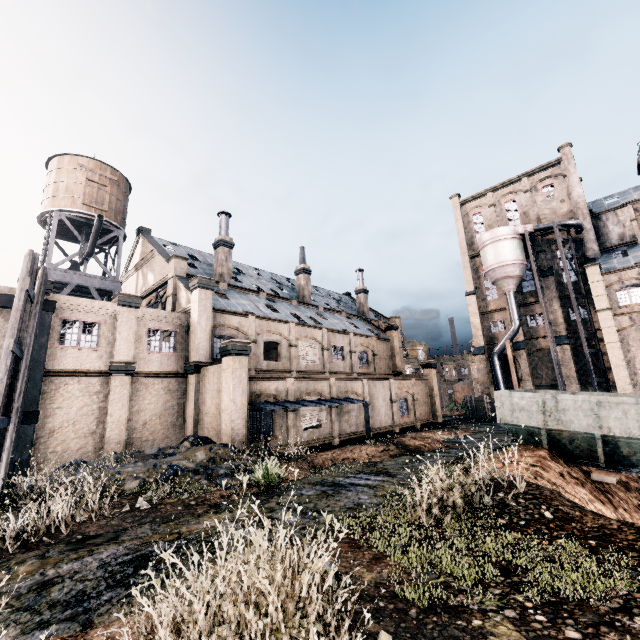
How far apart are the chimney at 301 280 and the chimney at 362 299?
10.8 meters

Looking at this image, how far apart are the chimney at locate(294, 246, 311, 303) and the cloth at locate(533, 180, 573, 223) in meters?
31.0

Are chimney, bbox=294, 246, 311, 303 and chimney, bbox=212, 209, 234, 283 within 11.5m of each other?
yes

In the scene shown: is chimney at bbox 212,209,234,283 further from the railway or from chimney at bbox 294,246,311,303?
the railway

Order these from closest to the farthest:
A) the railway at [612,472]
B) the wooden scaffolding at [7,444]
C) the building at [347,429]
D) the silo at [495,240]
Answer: the wooden scaffolding at [7,444] → the railway at [612,472] → the building at [347,429] → the silo at [495,240]

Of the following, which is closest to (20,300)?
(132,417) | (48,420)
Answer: (48,420)

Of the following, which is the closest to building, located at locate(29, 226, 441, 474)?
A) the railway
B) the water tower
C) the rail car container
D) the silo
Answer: the silo

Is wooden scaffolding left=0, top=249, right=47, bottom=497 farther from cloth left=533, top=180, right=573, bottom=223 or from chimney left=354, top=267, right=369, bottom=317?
cloth left=533, top=180, right=573, bottom=223
